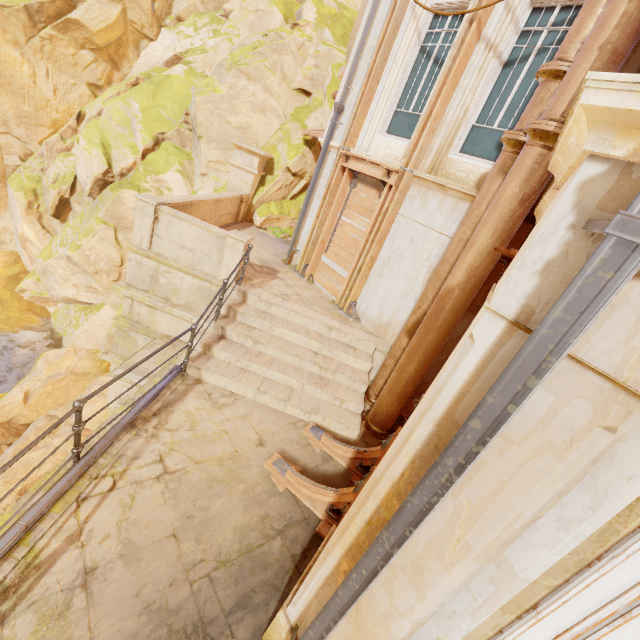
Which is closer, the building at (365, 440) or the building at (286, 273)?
the building at (365, 440)

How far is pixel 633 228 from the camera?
0.98m

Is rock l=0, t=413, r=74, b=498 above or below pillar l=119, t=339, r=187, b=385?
below

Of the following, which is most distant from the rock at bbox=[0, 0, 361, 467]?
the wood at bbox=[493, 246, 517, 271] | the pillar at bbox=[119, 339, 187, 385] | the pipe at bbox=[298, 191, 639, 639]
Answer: the wood at bbox=[493, 246, 517, 271]

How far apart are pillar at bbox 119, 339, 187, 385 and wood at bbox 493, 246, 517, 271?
4.9 meters

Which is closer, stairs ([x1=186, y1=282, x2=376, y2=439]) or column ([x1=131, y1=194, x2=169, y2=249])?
stairs ([x1=186, y1=282, x2=376, y2=439])

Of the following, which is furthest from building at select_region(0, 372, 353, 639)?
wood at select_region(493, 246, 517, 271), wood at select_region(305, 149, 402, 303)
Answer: wood at select_region(305, 149, 402, 303)

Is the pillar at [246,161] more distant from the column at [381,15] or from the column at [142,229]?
the column at [142,229]
